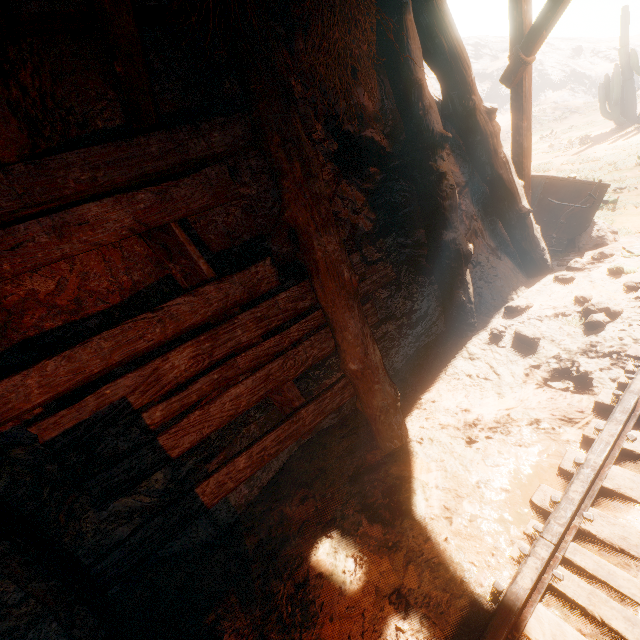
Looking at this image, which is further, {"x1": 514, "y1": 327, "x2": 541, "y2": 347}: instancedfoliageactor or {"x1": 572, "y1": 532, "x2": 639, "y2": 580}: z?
{"x1": 514, "y1": 327, "x2": 541, "y2": 347}: instancedfoliageactor

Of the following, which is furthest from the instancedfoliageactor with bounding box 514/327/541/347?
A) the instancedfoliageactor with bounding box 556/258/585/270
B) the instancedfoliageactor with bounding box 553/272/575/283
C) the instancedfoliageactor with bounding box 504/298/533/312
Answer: the instancedfoliageactor with bounding box 556/258/585/270

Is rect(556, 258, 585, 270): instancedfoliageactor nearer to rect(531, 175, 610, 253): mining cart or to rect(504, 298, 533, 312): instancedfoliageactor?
rect(531, 175, 610, 253): mining cart

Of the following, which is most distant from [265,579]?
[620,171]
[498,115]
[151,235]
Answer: [498,115]

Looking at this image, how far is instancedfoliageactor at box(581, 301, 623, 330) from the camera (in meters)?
3.64

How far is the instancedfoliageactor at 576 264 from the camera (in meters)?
4.92

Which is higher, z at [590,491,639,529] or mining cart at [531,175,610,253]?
mining cart at [531,175,610,253]

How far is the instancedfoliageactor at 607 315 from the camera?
3.6 meters
